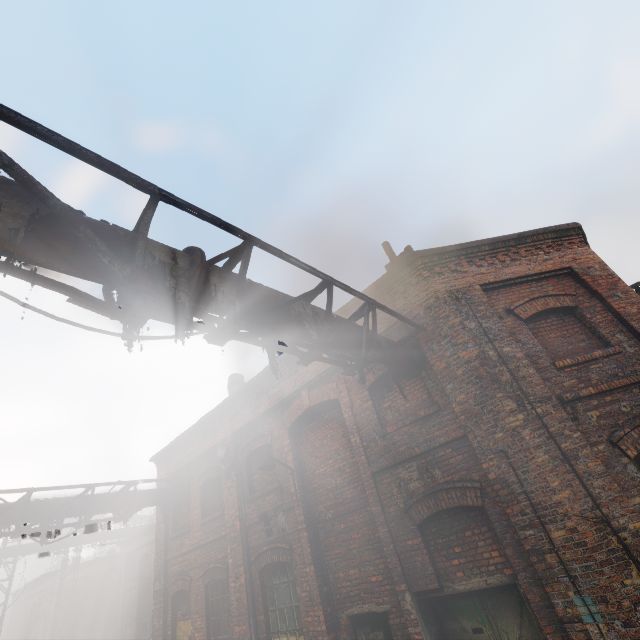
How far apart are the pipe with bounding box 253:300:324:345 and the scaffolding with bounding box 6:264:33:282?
0.0 meters

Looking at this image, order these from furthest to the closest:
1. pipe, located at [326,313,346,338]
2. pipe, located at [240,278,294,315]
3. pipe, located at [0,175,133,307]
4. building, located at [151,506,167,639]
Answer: building, located at [151,506,167,639] < pipe, located at [326,313,346,338] < pipe, located at [240,278,294,315] < pipe, located at [0,175,133,307]

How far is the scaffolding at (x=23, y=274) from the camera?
2.7m

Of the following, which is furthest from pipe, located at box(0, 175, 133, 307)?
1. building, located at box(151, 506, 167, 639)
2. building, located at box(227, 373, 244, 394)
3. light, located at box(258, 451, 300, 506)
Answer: light, located at box(258, 451, 300, 506)

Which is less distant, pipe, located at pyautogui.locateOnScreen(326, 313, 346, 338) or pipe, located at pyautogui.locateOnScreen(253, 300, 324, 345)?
pipe, located at pyautogui.locateOnScreen(253, 300, 324, 345)

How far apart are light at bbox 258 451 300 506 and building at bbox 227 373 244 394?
5.36m

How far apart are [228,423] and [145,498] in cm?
359

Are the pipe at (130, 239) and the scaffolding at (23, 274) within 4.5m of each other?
yes
